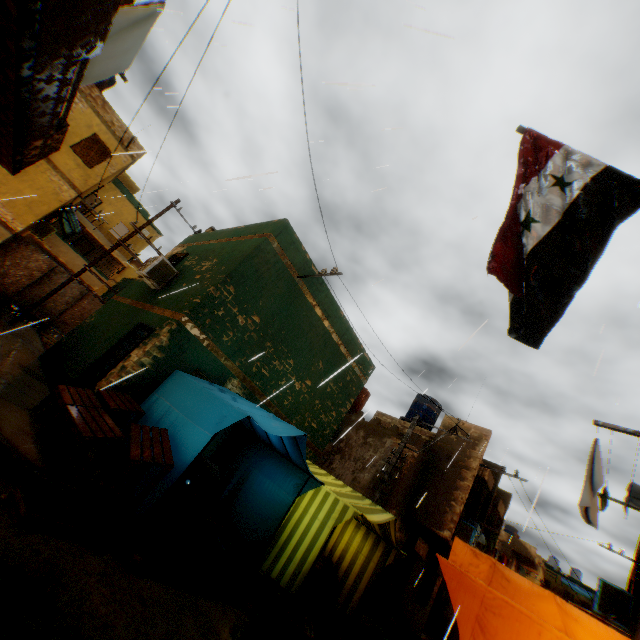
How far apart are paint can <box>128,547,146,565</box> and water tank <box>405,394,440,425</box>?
15.9 meters

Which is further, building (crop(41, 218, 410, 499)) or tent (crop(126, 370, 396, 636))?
building (crop(41, 218, 410, 499))

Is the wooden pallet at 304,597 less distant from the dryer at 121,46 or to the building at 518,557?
the building at 518,557

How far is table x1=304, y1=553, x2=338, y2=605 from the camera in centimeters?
753cm

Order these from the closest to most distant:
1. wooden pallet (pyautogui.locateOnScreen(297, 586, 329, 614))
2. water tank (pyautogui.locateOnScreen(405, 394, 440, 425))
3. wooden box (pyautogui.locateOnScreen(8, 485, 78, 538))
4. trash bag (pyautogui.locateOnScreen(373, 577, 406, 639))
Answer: wooden box (pyautogui.locateOnScreen(8, 485, 78, 538)) < wooden pallet (pyautogui.locateOnScreen(297, 586, 329, 614)) < trash bag (pyautogui.locateOnScreen(373, 577, 406, 639)) < water tank (pyautogui.locateOnScreen(405, 394, 440, 425))

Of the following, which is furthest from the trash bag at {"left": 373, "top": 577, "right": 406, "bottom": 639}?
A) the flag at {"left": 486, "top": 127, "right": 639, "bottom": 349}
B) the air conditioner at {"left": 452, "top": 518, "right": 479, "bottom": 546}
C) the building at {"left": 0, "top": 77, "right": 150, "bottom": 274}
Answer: the flag at {"left": 486, "top": 127, "right": 639, "bottom": 349}

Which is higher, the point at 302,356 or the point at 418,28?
the point at 418,28

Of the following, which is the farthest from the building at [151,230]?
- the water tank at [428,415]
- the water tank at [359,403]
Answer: the water tank at [428,415]
